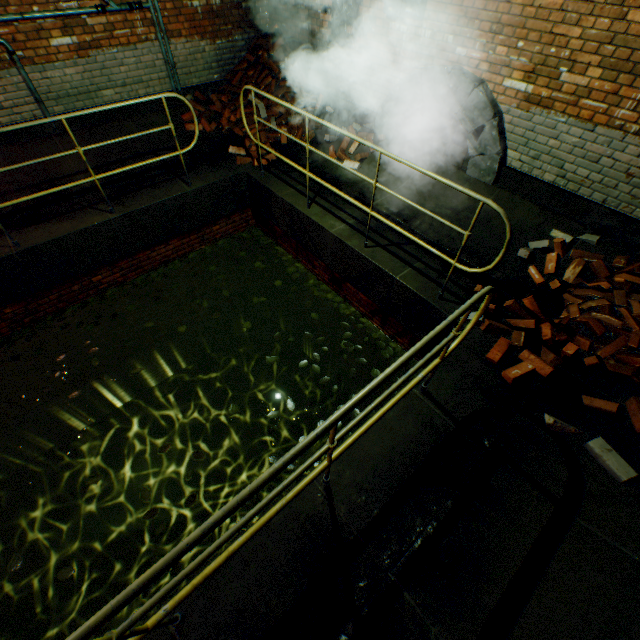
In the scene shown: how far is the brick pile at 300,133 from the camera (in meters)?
6.22

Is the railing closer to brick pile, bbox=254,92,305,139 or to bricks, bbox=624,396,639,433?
bricks, bbox=624,396,639,433

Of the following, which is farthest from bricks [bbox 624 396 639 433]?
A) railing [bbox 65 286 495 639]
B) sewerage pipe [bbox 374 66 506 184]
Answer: sewerage pipe [bbox 374 66 506 184]

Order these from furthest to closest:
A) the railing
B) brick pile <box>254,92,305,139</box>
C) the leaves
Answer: brick pile <box>254,92,305,139</box>, the leaves, the railing

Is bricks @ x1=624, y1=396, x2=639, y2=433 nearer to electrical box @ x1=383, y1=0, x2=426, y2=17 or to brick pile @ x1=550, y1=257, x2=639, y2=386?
brick pile @ x1=550, y1=257, x2=639, y2=386

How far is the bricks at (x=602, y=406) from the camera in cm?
276

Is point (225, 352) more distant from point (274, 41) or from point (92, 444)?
point (274, 41)

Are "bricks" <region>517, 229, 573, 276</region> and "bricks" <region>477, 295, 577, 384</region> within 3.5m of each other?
yes
